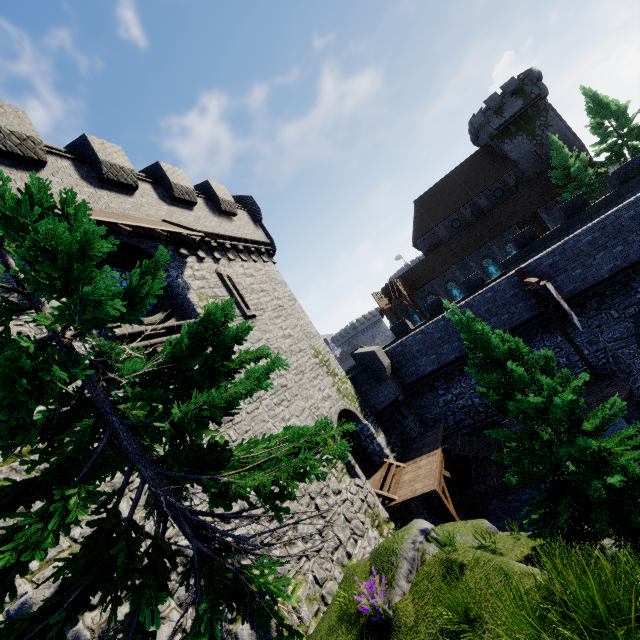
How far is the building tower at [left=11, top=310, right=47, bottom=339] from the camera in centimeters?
716cm

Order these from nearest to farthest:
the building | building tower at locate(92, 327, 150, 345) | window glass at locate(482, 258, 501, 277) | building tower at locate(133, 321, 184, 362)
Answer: building tower at locate(92, 327, 150, 345) → building tower at locate(133, 321, 184, 362) → the building → window glass at locate(482, 258, 501, 277)

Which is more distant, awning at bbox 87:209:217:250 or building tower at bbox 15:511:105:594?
awning at bbox 87:209:217:250

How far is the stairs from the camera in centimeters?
1484cm

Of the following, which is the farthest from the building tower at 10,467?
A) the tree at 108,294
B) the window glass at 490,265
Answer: the window glass at 490,265

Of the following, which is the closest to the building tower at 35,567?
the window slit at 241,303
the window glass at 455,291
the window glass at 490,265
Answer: the window slit at 241,303

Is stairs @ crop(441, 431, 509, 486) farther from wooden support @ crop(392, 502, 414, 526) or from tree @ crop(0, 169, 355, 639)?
tree @ crop(0, 169, 355, 639)

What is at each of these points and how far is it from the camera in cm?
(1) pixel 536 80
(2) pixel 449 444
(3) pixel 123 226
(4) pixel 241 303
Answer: (1) building, 3741
(2) stairs, 1573
(3) awning, 956
(4) window slit, 1407
